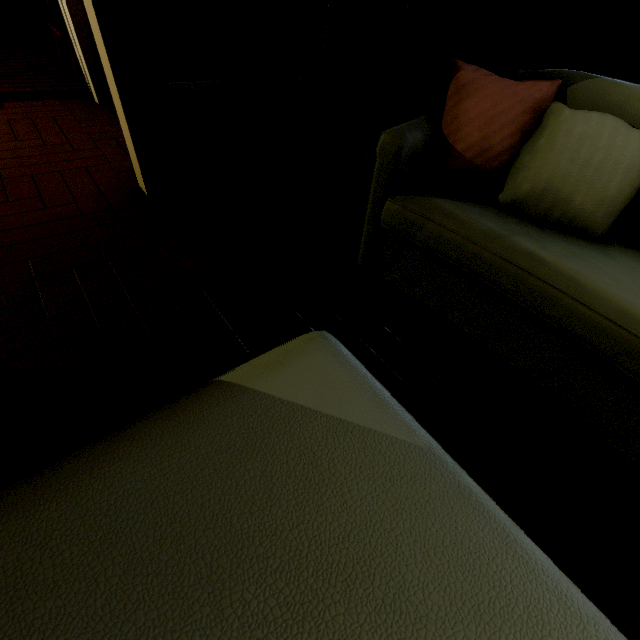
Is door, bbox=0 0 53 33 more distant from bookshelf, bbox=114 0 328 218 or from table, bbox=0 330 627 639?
table, bbox=0 330 627 639

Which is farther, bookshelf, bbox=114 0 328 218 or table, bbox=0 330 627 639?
bookshelf, bbox=114 0 328 218

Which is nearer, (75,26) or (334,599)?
(334,599)

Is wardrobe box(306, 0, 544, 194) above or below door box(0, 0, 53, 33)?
above

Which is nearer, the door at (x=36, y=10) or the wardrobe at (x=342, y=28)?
the wardrobe at (x=342, y=28)

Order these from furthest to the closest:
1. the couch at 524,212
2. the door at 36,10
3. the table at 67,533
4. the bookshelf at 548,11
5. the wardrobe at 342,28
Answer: the door at 36,10, the bookshelf at 548,11, the wardrobe at 342,28, the couch at 524,212, the table at 67,533

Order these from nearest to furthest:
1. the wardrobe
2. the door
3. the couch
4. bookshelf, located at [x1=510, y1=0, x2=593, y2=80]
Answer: the couch, the wardrobe, bookshelf, located at [x1=510, y1=0, x2=593, y2=80], the door

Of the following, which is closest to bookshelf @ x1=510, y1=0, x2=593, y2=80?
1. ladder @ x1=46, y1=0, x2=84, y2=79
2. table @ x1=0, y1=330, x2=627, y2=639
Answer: table @ x1=0, y1=330, x2=627, y2=639
